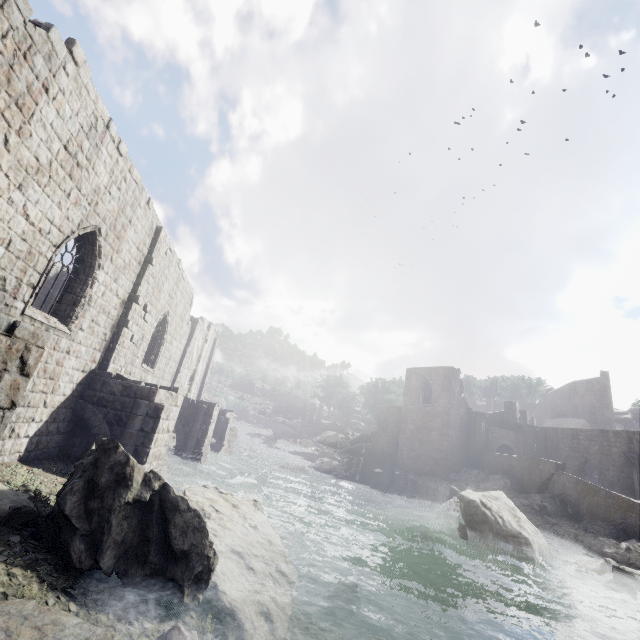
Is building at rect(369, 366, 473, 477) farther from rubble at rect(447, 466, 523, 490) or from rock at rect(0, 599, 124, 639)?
rock at rect(0, 599, 124, 639)

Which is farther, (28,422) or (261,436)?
(261,436)

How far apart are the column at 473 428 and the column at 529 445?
4.70m

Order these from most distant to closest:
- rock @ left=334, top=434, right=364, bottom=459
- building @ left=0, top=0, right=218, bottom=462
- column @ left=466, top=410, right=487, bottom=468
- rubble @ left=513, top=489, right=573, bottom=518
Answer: rock @ left=334, top=434, right=364, bottom=459 → column @ left=466, top=410, right=487, bottom=468 → rubble @ left=513, top=489, right=573, bottom=518 → building @ left=0, top=0, right=218, bottom=462

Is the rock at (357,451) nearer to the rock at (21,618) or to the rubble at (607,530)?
the rubble at (607,530)

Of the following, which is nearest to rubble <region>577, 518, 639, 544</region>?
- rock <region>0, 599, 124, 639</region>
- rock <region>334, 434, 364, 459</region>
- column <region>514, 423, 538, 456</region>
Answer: column <region>514, 423, 538, 456</region>

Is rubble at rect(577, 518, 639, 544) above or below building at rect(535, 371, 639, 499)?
below

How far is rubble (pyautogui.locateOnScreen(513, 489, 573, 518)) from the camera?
22.27m
